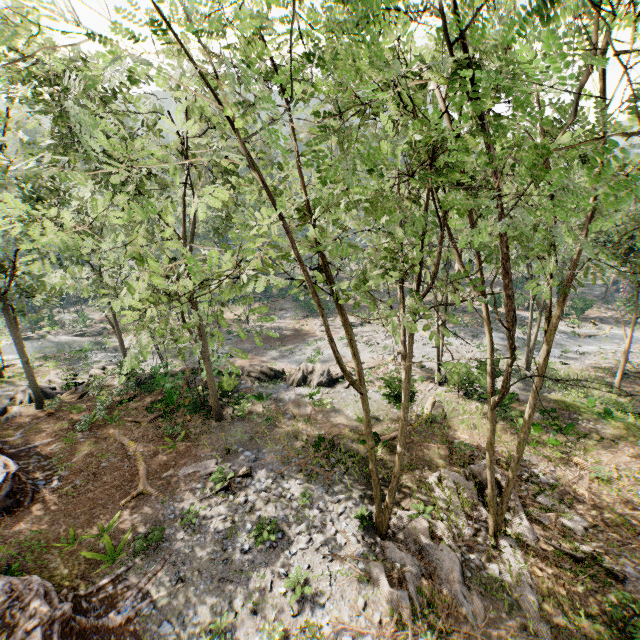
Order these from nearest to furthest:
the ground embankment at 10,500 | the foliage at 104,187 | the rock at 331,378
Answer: the foliage at 104,187 < the ground embankment at 10,500 < the rock at 331,378

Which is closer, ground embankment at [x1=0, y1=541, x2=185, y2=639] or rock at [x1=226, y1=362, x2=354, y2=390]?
ground embankment at [x1=0, y1=541, x2=185, y2=639]

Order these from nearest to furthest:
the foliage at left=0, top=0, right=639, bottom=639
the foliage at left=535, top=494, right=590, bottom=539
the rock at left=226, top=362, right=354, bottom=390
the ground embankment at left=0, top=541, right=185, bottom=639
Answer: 1. the foliage at left=0, top=0, right=639, bottom=639
2. the ground embankment at left=0, top=541, right=185, bottom=639
3. the foliage at left=535, top=494, right=590, bottom=539
4. the rock at left=226, top=362, right=354, bottom=390

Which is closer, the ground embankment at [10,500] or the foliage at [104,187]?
the foliage at [104,187]

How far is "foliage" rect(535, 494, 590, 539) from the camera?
12.62m

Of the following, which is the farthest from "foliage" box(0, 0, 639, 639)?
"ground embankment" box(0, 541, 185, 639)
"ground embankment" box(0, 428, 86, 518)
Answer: "ground embankment" box(0, 541, 185, 639)

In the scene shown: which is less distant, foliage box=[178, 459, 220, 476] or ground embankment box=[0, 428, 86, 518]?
ground embankment box=[0, 428, 86, 518]

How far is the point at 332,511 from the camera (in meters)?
13.95
